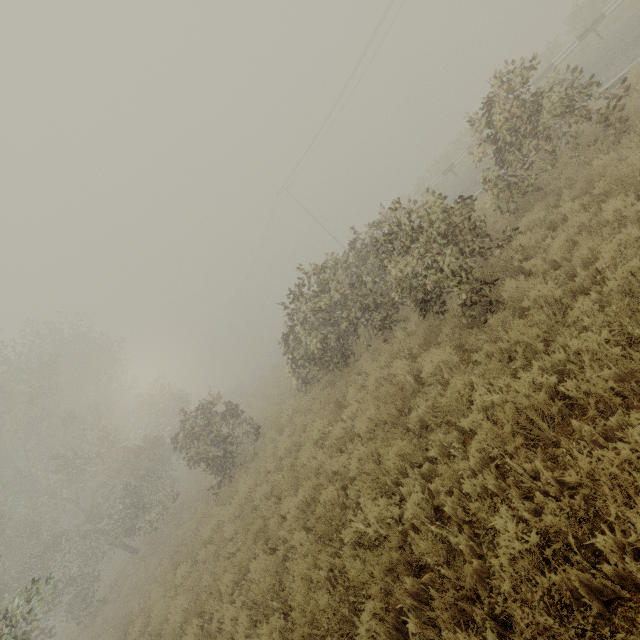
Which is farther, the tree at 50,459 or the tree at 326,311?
the tree at 50,459

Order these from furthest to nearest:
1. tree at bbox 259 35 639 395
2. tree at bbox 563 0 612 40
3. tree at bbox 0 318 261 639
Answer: tree at bbox 563 0 612 40, tree at bbox 0 318 261 639, tree at bbox 259 35 639 395

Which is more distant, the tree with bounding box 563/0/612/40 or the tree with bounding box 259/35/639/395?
the tree with bounding box 563/0/612/40

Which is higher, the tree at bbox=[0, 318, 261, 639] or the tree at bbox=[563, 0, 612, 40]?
the tree at bbox=[0, 318, 261, 639]

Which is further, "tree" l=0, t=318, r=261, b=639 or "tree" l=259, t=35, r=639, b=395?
"tree" l=0, t=318, r=261, b=639

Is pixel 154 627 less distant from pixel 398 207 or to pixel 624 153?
pixel 398 207

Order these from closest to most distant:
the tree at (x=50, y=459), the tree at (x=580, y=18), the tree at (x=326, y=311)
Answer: the tree at (x=326, y=311) < the tree at (x=50, y=459) < the tree at (x=580, y=18)
